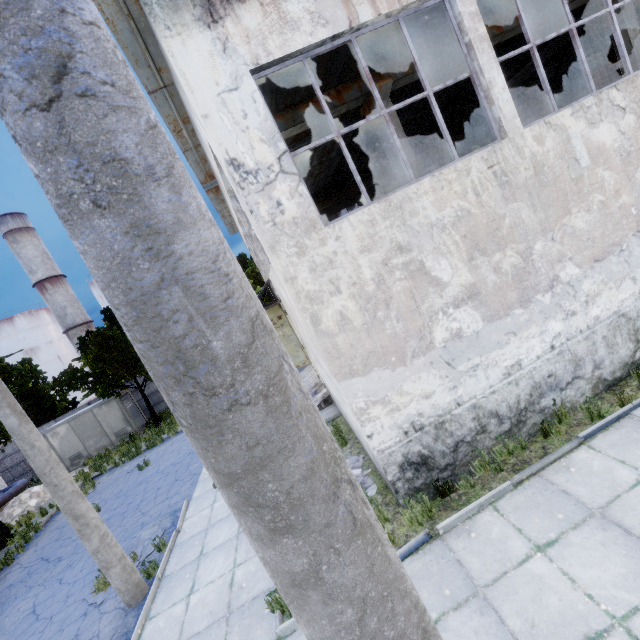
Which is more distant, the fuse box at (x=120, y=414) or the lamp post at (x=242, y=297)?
the fuse box at (x=120, y=414)

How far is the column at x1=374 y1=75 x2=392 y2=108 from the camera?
7.8 meters

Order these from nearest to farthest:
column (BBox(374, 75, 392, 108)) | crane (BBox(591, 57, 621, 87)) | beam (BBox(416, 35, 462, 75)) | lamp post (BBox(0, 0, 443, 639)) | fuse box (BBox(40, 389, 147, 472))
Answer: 1. lamp post (BBox(0, 0, 443, 639))
2. column (BBox(374, 75, 392, 108))
3. beam (BBox(416, 35, 462, 75))
4. crane (BBox(591, 57, 621, 87))
5. fuse box (BBox(40, 389, 147, 472))

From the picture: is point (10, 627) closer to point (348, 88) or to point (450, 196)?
point (450, 196)

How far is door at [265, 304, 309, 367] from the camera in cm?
1742

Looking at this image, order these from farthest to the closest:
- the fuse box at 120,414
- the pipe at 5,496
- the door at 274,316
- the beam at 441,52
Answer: the fuse box at 120,414
the pipe at 5,496
the door at 274,316
the beam at 441,52

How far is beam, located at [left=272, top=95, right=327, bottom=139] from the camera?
7.86m

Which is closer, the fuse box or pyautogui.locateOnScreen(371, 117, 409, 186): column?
pyautogui.locateOnScreen(371, 117, 409, 186): column
